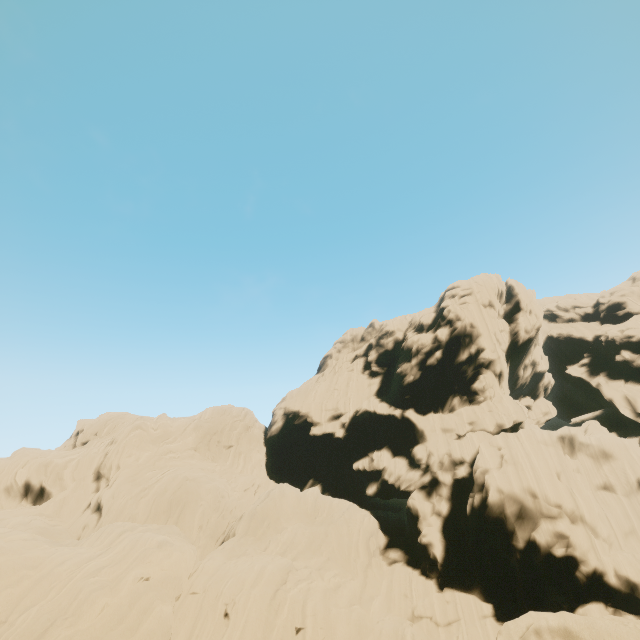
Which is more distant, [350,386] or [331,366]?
[331,366]
